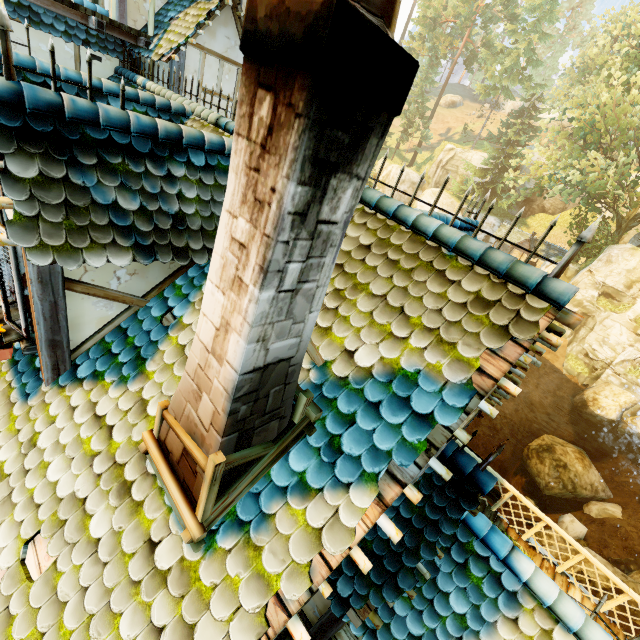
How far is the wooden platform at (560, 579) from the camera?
7.36m

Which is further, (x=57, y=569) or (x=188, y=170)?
(x=188, y=170)

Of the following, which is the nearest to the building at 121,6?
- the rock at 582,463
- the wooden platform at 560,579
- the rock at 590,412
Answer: the wooden platform at 560,579

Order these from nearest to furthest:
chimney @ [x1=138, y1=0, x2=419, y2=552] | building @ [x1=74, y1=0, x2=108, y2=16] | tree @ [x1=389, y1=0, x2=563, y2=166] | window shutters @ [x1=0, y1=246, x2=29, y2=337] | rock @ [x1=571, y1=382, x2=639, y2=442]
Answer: chimney @ [x1=138, y1=0, x2=419, y2=552] → window shutters @ [x1=0, y1=246, x2=29, y2=337] → building @ [x1=74, y1=0, x2=108, y2=16] → rock @ [x1=571, y1=382, x2=639, y2=442] → tree @ [x1=389, y1=0, x2=563, y2=166]

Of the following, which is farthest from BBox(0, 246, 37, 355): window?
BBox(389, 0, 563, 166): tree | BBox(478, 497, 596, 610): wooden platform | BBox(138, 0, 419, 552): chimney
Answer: BBox(389, 0, 563, 166): tree

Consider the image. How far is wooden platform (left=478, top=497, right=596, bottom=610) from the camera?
7.4 meters

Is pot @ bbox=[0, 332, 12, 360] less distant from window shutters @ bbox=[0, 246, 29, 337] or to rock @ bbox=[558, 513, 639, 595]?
window shutters @ bbox=[0, 246, 29, 337]

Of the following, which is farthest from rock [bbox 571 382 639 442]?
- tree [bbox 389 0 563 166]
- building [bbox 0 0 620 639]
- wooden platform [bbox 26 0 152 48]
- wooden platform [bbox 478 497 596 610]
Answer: wooden platform [bbox 26 0 152 48]
